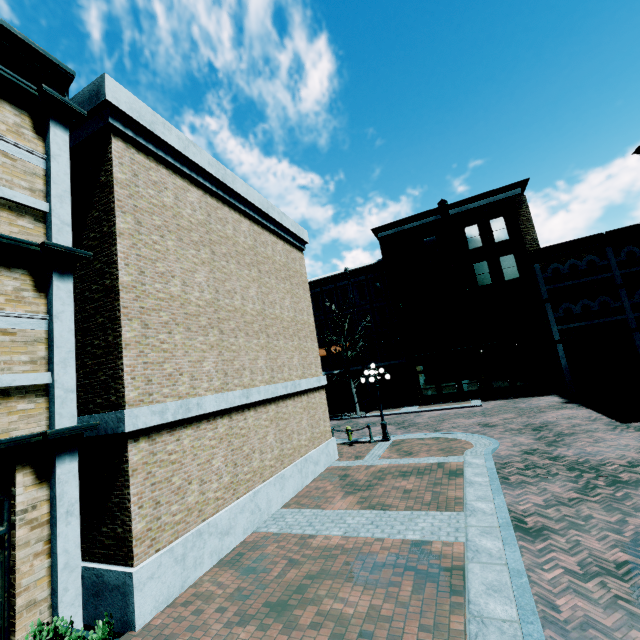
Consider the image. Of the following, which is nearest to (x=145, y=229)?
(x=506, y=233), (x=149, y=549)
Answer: (x=149, y=549)

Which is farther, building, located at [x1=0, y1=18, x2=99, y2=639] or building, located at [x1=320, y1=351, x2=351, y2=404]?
building, located at [x1=320, y1=351, x2=351, y2=404]

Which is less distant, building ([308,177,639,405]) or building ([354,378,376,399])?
building ([308,177,639,405])

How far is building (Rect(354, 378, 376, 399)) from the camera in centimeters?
3078cm

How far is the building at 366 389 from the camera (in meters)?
30.78
